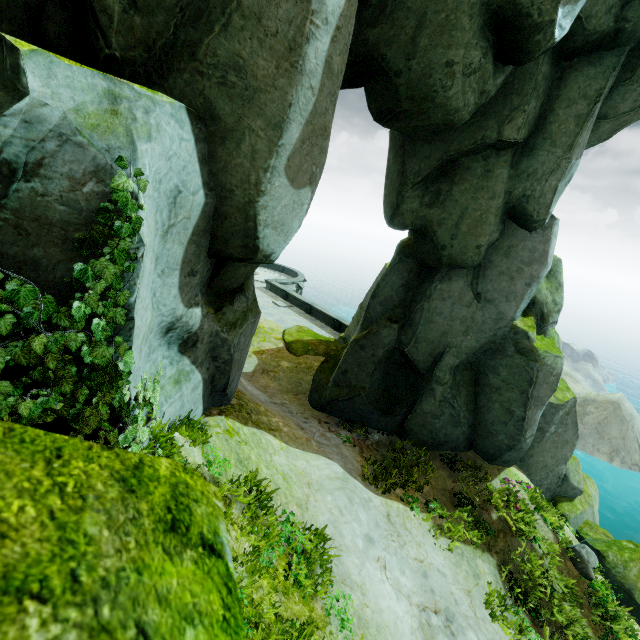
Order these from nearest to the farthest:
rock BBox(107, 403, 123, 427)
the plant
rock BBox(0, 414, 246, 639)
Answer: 1. rock BBox(0, 414, 246, 639)
2. the plant
3. rock BBox(107, 403, 123, 427)

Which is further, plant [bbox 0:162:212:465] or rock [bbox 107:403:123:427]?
rock [bbox 107:403:123:427]

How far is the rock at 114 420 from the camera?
3.5 meters

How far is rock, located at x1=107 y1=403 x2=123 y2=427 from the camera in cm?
354

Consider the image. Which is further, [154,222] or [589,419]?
[589,419]

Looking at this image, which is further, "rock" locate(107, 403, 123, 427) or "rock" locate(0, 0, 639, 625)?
"rock" locate(107, 403, 123, 427)

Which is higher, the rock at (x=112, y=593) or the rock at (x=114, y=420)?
the rock at (x=112, y=593)
